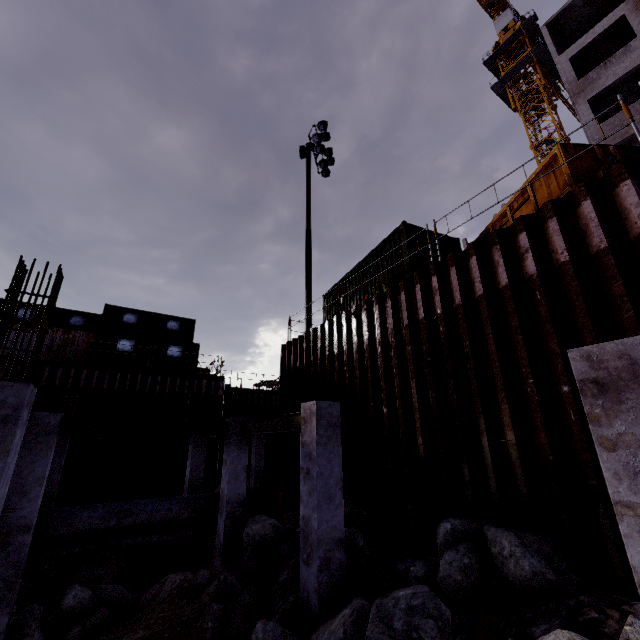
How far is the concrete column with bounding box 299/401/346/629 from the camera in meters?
5.4 m

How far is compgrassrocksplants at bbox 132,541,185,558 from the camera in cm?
1139

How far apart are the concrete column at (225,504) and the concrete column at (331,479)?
4.3 meters

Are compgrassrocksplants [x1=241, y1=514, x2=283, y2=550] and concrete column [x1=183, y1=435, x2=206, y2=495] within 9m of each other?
yes

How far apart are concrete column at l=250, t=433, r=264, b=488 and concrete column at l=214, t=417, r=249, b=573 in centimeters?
1035cm

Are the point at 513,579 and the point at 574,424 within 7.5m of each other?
yes

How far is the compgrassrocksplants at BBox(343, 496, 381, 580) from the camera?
6.0m

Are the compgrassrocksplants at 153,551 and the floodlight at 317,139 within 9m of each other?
no
